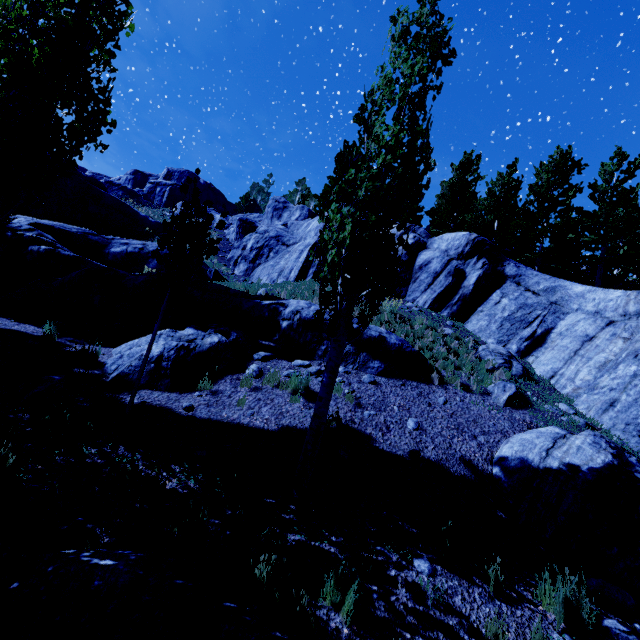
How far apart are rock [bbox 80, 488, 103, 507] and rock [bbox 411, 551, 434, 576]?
4.2m

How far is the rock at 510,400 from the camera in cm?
813

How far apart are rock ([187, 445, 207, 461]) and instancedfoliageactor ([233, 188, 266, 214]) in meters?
58.0

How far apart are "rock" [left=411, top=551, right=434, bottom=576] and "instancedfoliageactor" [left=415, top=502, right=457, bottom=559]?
0.16m

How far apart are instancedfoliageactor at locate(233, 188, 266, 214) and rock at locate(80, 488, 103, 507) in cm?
5901

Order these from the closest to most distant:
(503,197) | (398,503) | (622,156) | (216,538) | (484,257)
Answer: (216,538) → (398,503) → (484,257) → (622,156) → (503,197)

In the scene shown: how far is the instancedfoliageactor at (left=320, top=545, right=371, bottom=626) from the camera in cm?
341

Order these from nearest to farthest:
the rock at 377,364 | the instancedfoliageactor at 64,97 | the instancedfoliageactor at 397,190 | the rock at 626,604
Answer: the rock at 626,604 → the instancedfoliageactor at 397,190 → the instancedfoliageactor at 64,97 → the rock at 377,364
